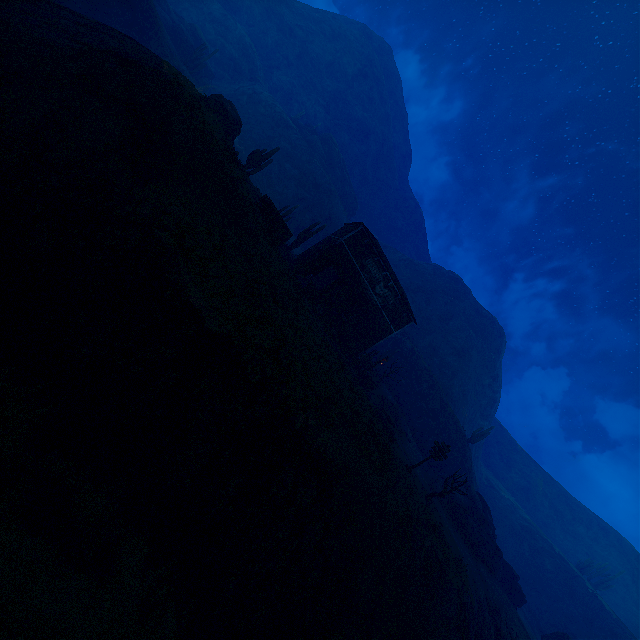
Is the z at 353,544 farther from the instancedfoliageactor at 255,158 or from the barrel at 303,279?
the instancedfoliageactor at 255,158

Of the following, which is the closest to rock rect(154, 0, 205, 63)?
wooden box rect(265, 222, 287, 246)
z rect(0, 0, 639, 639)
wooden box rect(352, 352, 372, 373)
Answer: z rect(0, 0, 639, 639)

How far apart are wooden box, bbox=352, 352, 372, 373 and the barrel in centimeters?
930cm

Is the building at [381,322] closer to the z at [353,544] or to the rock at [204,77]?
the z at [353,544]

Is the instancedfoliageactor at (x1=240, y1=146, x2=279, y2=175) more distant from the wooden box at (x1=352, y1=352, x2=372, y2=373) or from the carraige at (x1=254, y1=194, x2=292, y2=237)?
the wooden box at (x1=352, y1=352, x2=372, y2=373)

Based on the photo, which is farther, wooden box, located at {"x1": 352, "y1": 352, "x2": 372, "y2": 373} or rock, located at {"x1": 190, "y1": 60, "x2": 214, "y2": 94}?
rock, located at {"x1": 190, "y1": 60, "x2": 214, "y2": 94}

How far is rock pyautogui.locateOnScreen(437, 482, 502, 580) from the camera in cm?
2888

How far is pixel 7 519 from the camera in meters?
7.3
